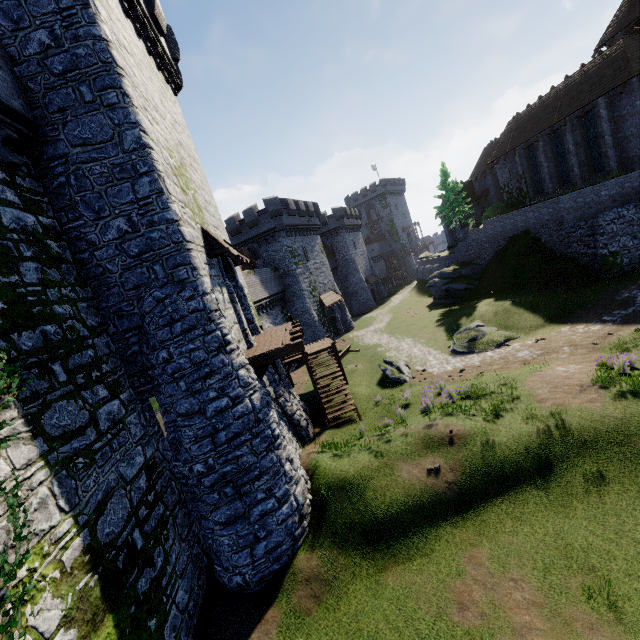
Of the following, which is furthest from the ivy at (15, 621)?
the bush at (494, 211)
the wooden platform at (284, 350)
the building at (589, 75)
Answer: the bush at (494, 211)

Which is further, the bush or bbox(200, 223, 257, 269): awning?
the bush

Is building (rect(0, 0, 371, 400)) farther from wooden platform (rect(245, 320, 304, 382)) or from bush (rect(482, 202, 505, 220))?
bush (rect(482, 202, 505, 220))

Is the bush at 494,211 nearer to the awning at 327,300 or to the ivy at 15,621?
the awning at 327,300

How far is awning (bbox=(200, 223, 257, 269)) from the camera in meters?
11.2

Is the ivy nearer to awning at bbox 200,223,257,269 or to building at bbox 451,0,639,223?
awning at bbox 200,223,257,269

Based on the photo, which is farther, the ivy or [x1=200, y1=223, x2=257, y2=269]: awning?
[x1=200, y1=223, x2=257, y2=269]: awning

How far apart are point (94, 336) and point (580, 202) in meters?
30.4 m
